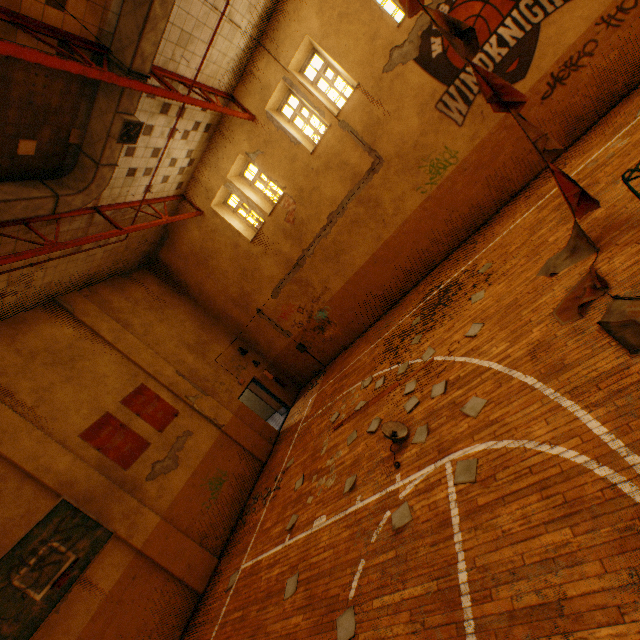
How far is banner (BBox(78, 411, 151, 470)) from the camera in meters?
8.7 m

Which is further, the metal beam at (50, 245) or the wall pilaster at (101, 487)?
the wall pilaster at (101, 487)

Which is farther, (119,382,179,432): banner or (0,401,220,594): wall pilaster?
(119,382,179,432): banner

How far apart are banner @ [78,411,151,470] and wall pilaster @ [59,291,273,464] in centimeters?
172cm

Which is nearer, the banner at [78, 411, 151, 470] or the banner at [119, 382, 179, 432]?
the banner at [78, 411, 151, 470]

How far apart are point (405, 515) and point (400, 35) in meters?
11.6 m

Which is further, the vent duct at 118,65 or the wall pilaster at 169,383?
the wall pilaster at 169,383

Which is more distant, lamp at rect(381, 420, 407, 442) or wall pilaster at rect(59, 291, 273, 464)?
wall pilaster at rect(59, 291, 273, 464)
